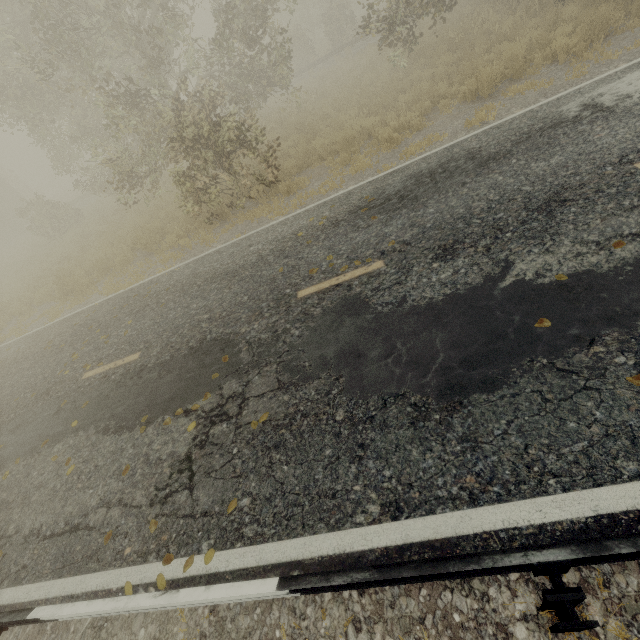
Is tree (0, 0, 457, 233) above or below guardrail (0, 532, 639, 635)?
above

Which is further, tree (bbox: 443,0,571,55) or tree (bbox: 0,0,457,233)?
tree (bbox: 443,0,571,55)

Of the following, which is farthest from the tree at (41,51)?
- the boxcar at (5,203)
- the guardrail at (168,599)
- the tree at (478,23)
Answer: the boxcar at (5,203)

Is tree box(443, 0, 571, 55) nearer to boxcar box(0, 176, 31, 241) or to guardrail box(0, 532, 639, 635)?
guardrail box(0, 532, 639, 635)

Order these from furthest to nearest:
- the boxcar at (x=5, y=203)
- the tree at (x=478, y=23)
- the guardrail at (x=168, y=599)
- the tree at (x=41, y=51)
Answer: the boxcar at (x=5, y=203) < the tree at (x=478, y=23) < the tree at (x=41, y=51) < the guardrail at (x=168, y=599)

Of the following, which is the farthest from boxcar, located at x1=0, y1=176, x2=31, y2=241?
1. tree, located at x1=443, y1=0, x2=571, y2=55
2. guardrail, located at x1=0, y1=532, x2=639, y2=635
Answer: tree, located at x1=443, y1=0, x2=571, y2=55

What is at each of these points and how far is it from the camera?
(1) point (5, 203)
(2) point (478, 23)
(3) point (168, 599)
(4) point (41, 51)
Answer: (1) boxcar, 28.9 meters
(2) tree, 13.4 meters
(3) guardrail, 2.4 meters
(4) tree, 12.2 meters

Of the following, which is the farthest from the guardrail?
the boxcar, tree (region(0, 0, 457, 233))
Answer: the boxcar
